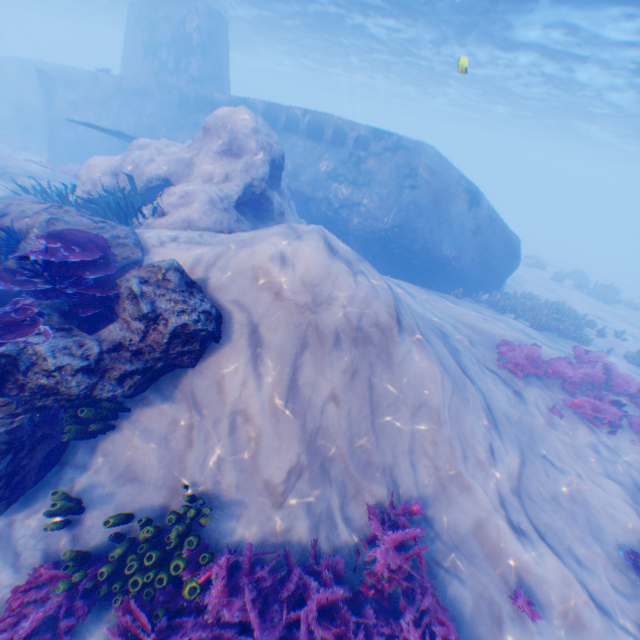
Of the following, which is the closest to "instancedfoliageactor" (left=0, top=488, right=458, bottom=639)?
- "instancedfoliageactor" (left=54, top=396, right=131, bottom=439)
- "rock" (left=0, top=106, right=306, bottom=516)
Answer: "rock" (left=0, top=106, right=306, bottom=516)

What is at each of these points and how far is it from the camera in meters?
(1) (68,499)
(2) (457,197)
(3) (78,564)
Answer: (1) instancedfoliageactor, 4.7
(2) submarine, 14.3
(3) instancedfoliageactor, 4.2

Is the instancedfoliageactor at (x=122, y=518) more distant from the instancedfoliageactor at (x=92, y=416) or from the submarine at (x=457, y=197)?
the submarine at (x=457, y=197)

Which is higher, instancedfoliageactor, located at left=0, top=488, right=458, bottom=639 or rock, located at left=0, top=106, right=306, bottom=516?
rock, located at left=0, top=106, right=306, bottom=516

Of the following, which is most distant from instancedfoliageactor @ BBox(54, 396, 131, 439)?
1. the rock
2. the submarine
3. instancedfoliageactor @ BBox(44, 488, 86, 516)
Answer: the submarine

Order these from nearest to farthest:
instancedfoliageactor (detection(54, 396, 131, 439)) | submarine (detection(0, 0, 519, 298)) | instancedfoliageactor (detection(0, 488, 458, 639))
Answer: instancedfoliageactor (detection(0, 488, 458, 639)), instancedfoliageactor (detection(54, 396, 131, 439)), submarine (detection(0, 0, 519, 298))

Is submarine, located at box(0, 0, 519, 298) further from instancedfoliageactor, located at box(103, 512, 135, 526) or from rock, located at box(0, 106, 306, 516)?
instancedfoliageactor, located at box(103, 512, 135, 526)

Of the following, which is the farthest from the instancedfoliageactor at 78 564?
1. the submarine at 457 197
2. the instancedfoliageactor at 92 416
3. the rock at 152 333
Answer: the submarine at 457 197
